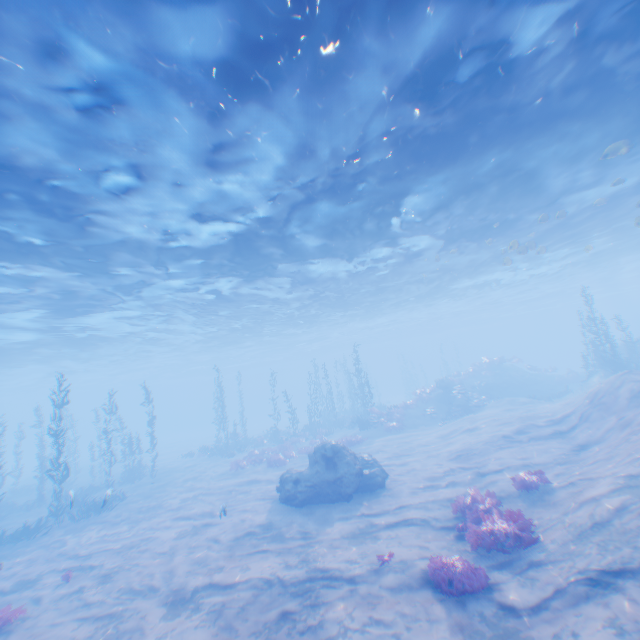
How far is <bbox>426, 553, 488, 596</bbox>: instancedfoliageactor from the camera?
7.1m

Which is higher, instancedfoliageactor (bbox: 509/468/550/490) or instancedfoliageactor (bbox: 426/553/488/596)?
instancedfoliageactor (bbox: 509/468/550/490)

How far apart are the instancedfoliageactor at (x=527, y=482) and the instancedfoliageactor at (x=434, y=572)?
4.2m

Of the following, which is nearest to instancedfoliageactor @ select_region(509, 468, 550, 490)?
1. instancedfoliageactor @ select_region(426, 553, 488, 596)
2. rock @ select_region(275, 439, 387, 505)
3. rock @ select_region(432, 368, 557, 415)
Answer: instancedfoliageactor @ select_region(426, 553, 488, 596)

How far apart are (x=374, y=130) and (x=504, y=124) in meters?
4.8

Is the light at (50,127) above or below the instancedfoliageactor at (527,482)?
above

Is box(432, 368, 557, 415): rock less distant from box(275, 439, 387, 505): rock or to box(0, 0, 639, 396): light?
box(0, 0, 639, 396): light

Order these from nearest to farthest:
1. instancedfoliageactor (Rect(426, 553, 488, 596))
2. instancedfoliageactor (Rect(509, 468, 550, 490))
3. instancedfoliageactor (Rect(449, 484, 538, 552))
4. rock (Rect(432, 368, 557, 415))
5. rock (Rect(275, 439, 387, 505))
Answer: instancedfoliageactor (Rect(426, 553, 488, 596)) → instancedfoliageactor (Rect(449, 484, 538, 552)) → instancedfoliageactor (Rect(509, 468, 550, 490)) → rock (Rect(275, 439, 387, 505)) → rock (Rect(432, 368, 557, 415))
